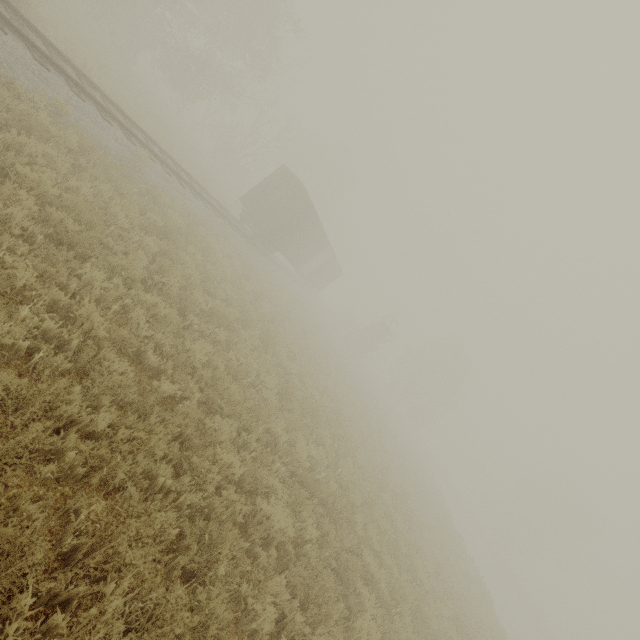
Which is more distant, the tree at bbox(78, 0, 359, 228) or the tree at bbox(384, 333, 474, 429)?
the tree at bbox(384, 333, 474, 429)

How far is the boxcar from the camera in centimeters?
2023cm

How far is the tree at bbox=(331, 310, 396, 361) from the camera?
38.7 meters

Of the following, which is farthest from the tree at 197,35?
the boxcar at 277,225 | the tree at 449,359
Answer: the tree at 449,359

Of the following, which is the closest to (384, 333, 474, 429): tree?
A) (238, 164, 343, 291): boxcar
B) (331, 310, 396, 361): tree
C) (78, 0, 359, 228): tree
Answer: (78, 0, 359, 228): tree

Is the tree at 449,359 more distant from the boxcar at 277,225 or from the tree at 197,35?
the boxcar at 277,225

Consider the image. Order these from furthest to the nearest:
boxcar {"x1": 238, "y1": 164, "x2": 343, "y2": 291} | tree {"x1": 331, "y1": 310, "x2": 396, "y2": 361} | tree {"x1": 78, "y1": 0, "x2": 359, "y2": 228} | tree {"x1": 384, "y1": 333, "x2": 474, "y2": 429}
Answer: tree {"x1": 384, "y1": 333, "x2": 474, "y2": 429}, tree {"x1": 331, "y1": 310, "x2": 396, "y2": 361}, tree {"x1": 78, "y1": 0, "x2": 359, "y2": 228}, boxcar {"x1": 238, "y1": 164, "x2": 343, "y2": 291}

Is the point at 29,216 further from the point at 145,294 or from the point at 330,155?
the point at 330,155
